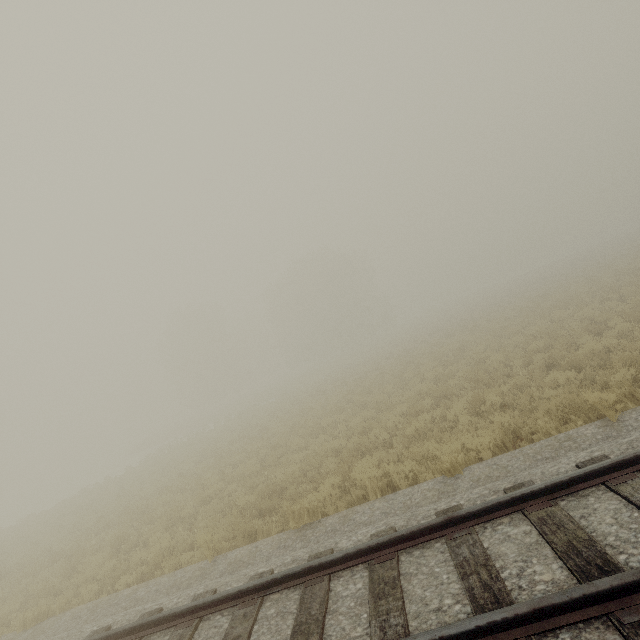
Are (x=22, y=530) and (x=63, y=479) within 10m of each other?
no
